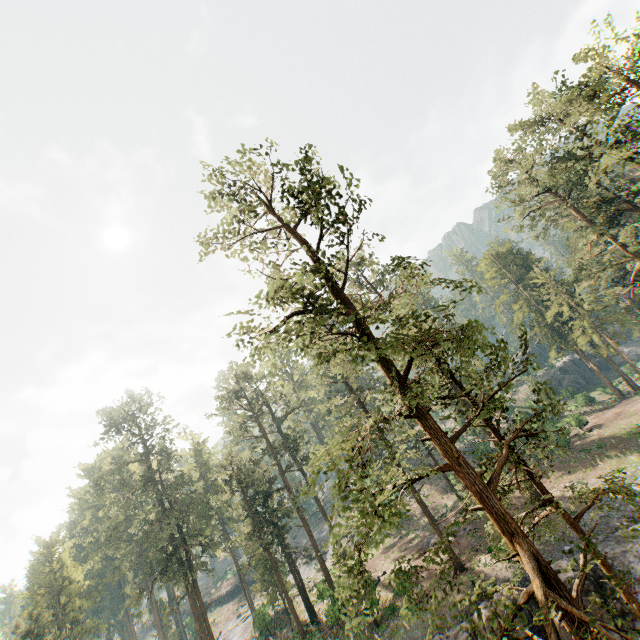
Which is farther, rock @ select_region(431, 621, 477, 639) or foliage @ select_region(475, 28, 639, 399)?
foliage @ select_region(475, 28, 639, 399)

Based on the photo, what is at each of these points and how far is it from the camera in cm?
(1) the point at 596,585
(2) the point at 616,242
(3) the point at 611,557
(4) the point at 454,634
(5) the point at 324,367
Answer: (1) rock, 1939
(2) foliage, 2794
(3) rock, 2033
(4) rock, 2025
(5) foliage, 4931

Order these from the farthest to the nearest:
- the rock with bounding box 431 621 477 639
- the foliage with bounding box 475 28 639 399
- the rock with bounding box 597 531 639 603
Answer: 1. the foliage with bounding box 475 28 639 399
2. the rock with bounding box 431 621 477 639
3. the rock with bounding box 597 531 639 603

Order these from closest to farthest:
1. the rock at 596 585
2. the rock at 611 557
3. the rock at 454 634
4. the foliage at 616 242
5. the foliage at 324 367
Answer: the foliage at 324 367 < the rock at 596 585 < the rock at 611 557 < the rock at 454 634 < the foliage at 616 242

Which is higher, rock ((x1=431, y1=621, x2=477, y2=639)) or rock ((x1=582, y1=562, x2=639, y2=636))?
rock ((x1=431, y1=621, x2=477, y2=639))

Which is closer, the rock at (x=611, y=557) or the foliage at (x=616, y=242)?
the rock at (x=611, y=557)
